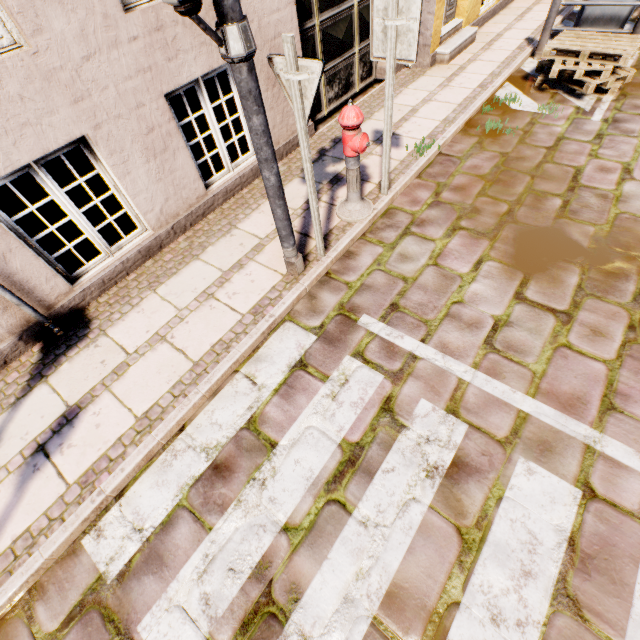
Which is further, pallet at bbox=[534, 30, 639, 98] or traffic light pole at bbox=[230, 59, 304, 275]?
pallet at bbox=[534, 30, 639, 98]

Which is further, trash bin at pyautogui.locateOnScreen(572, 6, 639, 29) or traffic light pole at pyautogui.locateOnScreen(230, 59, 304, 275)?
trash bin at pyautogui.locateOnScreen(572, 6, 639, 29)

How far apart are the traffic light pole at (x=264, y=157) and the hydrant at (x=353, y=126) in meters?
0.9 m

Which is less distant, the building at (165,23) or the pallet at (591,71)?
the building at (165,23)

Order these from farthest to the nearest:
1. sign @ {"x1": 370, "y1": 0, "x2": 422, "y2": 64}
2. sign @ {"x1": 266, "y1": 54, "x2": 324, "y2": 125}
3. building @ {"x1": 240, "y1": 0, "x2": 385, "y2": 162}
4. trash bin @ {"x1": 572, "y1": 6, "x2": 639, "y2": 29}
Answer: trash bin @ {"x1": 572, "y1": 6, "x2": 639, "y2": 29} < building @ {"x1": 240, "y1": 0, "x2": 385, "y2": 162} < sign @ {"x1": 370, "y1": 0, "x2": 422, "y2": 64} < sign @ {"x1": 266, "y1": 54, "x2": 324, "y2": 125}

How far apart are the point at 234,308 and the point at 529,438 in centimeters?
290cm

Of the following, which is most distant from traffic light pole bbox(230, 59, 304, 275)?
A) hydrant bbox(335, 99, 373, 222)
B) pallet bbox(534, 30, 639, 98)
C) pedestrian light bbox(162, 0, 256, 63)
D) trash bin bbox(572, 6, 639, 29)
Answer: trash bin bbox(572, 6, 639, 29)

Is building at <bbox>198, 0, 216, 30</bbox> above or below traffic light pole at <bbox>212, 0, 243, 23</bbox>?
below
